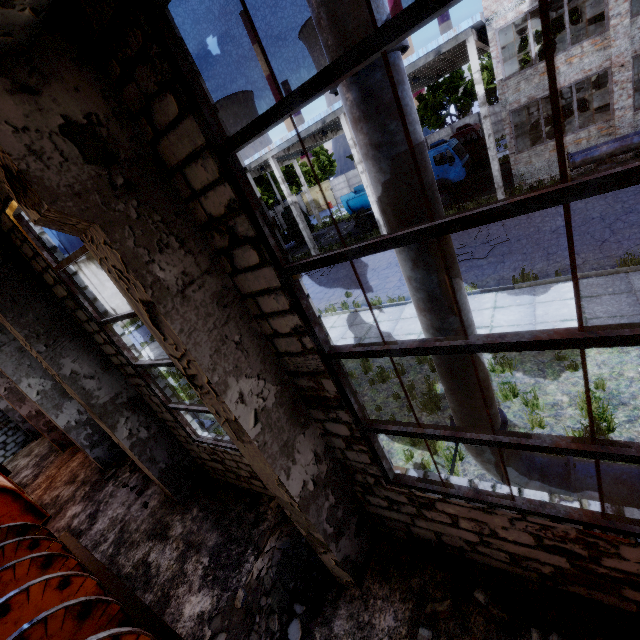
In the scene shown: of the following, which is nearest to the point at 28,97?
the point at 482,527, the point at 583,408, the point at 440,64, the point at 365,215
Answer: the point at 482,527

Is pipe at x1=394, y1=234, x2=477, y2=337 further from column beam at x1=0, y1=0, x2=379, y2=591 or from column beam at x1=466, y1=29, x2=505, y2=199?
column beam at x1=466, y1=29, x2=505, y2=199

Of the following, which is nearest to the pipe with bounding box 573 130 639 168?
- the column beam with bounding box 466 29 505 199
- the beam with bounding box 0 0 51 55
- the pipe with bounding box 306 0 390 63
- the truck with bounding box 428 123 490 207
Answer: the column beam with bounding box 466 29 505 199

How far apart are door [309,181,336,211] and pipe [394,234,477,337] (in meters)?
49.69

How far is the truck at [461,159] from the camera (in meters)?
19.58

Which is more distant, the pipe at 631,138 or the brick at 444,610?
the pipe at 631,138

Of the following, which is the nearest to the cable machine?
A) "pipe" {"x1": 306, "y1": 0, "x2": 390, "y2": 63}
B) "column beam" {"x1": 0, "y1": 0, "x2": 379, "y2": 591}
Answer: "column beam" {"x1": 0, "y1": 0, "x2": 379, "y2": 591}

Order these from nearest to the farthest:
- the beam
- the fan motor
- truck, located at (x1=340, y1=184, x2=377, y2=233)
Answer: the beam, the fan motor, truck, located at (x1=340, y1=184, x2=377, y2=233)
